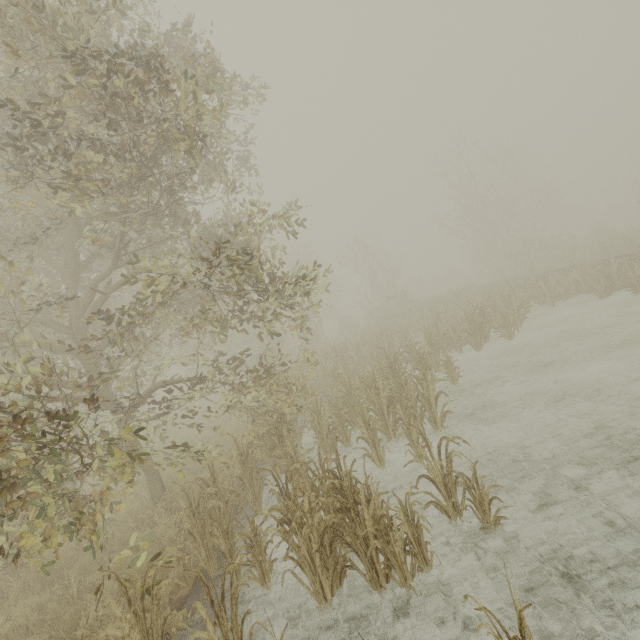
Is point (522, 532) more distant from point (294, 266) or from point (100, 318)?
point (294, 266)
